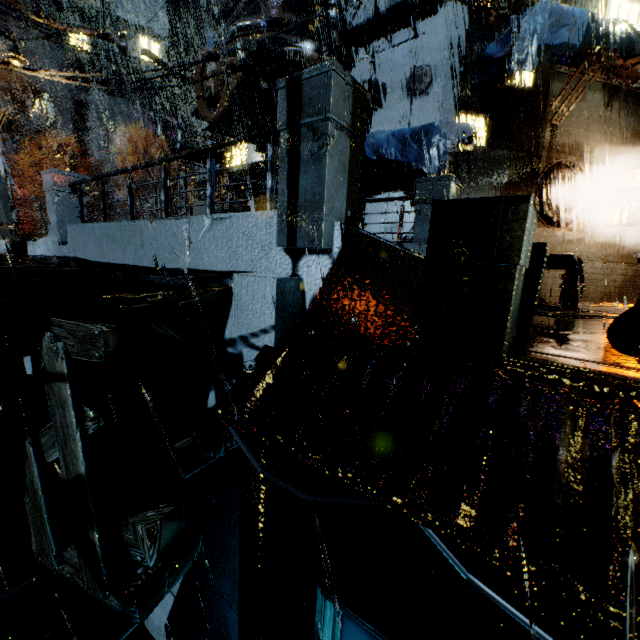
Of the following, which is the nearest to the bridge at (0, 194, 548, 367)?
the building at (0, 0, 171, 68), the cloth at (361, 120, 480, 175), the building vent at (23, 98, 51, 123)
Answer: the building at (0, 0, 171, 68)

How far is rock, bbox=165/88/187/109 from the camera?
59.0 meters

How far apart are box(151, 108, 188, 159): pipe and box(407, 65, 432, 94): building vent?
50.5 meters

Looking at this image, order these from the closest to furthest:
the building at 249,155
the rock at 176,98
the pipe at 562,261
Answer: the pipe at 562,261 → the building at 249,155 → the rock at 176,98

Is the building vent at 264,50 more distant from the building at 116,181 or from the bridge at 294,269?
the bridge at 294,269

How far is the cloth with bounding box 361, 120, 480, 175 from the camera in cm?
908

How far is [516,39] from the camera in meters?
10.6 m

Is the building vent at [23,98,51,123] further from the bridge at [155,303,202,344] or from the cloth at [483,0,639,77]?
the cloth at [483,0,639,77]
